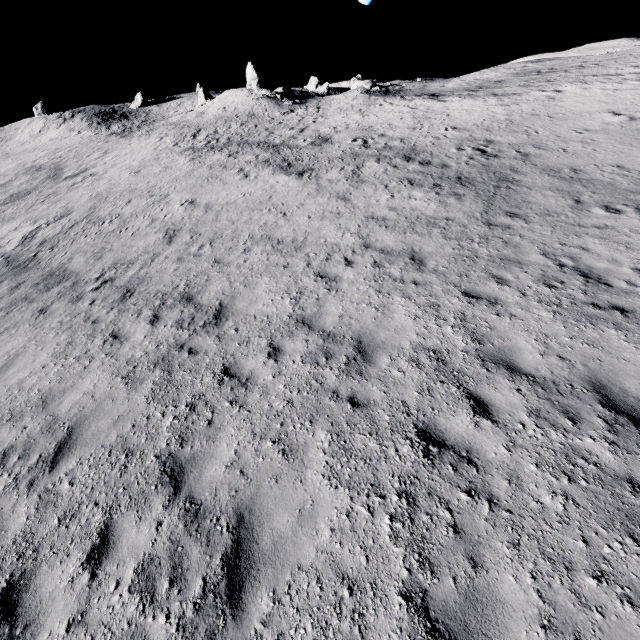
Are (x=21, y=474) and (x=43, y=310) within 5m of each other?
no

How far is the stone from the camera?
39.75m

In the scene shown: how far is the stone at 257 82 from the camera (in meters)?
39.75
